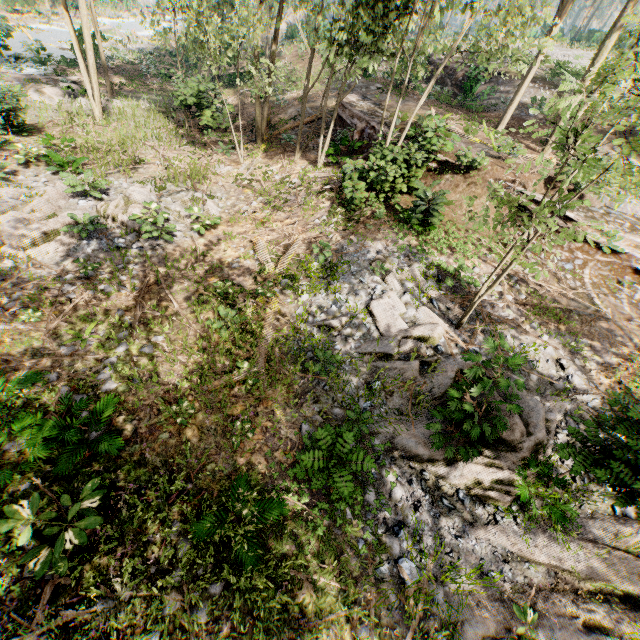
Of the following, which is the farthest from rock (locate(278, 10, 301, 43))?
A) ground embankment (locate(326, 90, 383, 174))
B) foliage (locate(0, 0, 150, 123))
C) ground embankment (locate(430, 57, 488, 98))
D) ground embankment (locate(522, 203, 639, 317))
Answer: ground embankment (locate(522, 203, 639, 317))

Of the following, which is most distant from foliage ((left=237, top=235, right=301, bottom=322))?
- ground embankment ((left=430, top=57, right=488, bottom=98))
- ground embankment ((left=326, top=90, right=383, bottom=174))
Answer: ground embankment ((left=430, top=57, right=488, bottom=98))

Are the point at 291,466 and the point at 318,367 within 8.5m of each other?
yes

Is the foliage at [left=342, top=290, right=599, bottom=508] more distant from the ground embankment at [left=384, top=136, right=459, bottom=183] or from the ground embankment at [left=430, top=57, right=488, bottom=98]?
the ground embankment at [left=430, top=57, right=488, bottom=98]

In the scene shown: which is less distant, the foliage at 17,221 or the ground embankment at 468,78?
the foliage at 17,221

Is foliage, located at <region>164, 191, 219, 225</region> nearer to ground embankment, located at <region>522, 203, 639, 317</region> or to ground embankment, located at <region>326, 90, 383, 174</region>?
ground embankment, located at <region>326, 90, 383, 174</region>

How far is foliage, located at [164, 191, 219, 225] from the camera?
12.63m

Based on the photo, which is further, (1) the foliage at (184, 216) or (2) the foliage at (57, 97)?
(2) the foliage at (57, 97)
